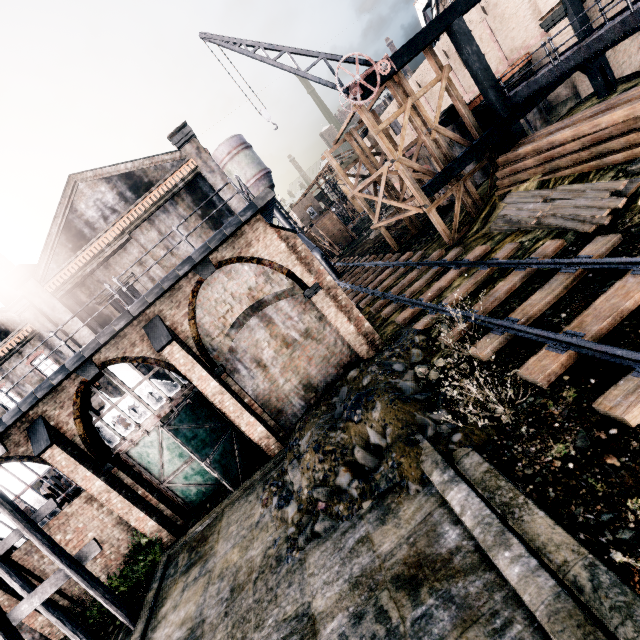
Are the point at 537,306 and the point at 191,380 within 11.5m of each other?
no

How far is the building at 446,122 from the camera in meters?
20.2

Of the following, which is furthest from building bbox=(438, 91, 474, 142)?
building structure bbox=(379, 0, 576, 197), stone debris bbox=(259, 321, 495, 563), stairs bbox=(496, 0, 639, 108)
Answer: stone debris bbox=(259, 321, 495, 563)

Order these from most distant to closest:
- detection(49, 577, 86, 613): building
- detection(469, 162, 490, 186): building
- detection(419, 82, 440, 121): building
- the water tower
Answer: the water tower
detection(419, 82, 440, 121): building
detection(469, 162, 490, 186): building
detection(49, 577, 86, 613): building

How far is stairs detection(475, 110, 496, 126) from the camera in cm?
1844

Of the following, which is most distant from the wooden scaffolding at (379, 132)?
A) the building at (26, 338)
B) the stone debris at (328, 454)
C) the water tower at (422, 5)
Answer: the water tower at (422, 5)

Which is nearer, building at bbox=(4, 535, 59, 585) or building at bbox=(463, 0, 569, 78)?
building at bbox=(4, 535, 59, 585)
